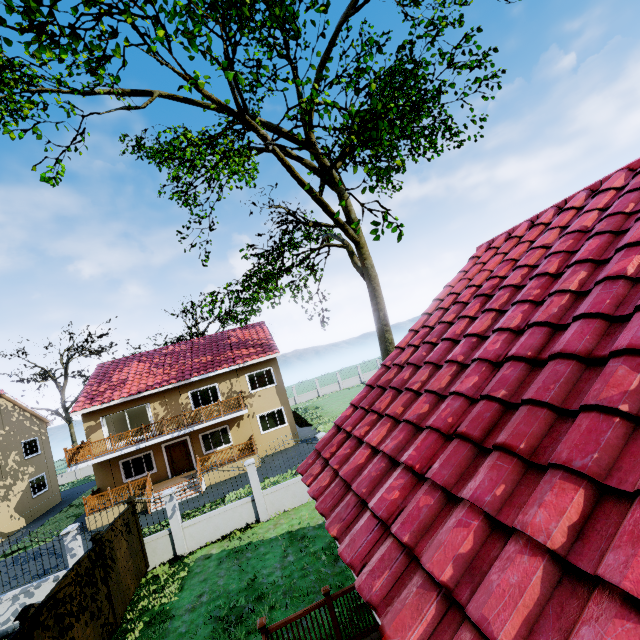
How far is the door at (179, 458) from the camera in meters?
21.3

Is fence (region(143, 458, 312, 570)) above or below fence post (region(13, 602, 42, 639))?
below

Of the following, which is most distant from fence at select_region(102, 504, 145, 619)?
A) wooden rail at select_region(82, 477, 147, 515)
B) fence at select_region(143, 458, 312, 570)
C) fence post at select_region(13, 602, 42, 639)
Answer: wooden rail at select_region(82, 477, 147, 515)

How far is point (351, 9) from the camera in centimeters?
1842cm

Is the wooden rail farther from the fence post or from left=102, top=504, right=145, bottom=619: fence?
the fence post

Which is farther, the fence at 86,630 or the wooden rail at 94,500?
the wooden rail at 94,500

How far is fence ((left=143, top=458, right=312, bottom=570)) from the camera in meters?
11.9

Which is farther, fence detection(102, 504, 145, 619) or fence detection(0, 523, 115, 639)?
fence detection(102, 504, 145, 619)
